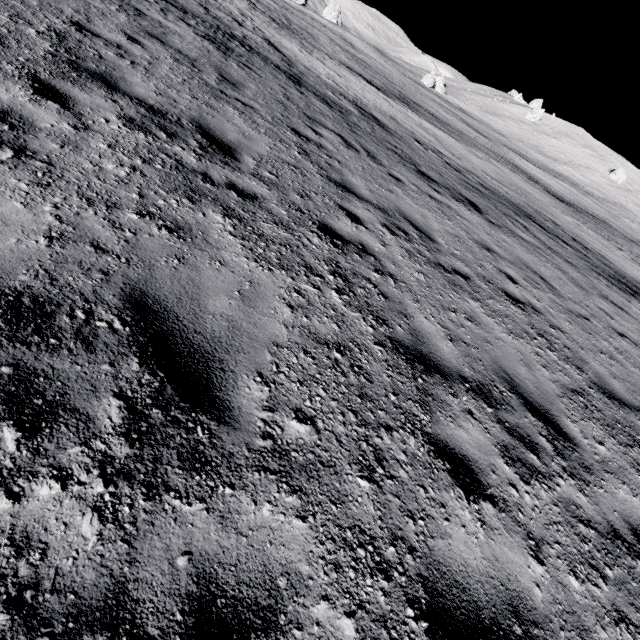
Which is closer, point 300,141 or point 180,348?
point 180,348
